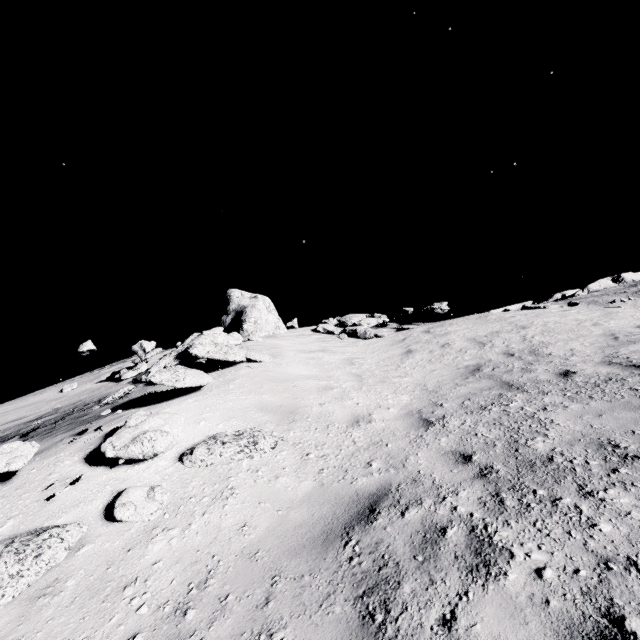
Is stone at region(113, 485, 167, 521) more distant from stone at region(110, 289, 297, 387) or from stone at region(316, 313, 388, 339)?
stone at region(316, 313, 388, 339)

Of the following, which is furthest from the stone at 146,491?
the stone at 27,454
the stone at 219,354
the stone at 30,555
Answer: the stone at 219,354

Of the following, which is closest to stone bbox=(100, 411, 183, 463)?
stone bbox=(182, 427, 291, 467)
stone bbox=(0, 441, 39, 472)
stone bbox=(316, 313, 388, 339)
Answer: stone bbox=(182, 427, 291, 467)

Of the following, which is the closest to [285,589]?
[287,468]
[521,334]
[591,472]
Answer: [287,468]

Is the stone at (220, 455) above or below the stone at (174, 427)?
below

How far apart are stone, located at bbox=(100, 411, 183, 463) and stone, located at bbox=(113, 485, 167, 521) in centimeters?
60cm

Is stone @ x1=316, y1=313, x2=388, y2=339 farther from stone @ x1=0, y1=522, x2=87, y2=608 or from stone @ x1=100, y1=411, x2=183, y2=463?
stone @ x1=0, y1=522, x2=87, y2=608

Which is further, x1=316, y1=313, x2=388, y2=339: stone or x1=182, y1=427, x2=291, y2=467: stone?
x1=316, y1=313, x2=388, y2=339: stone
